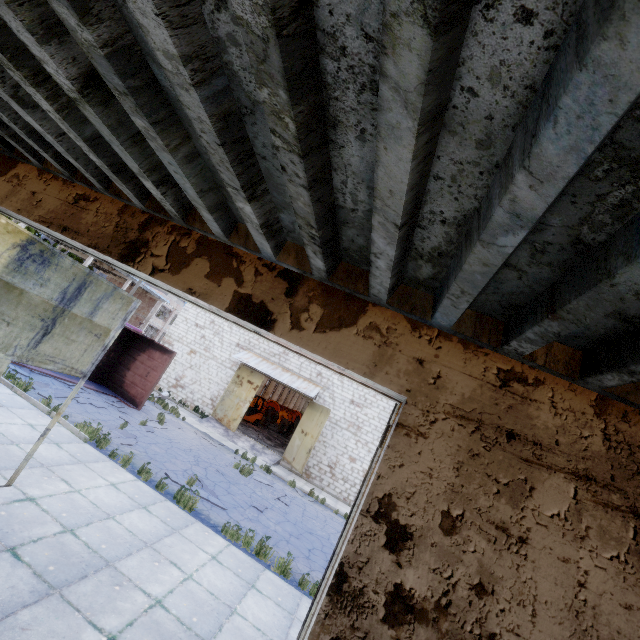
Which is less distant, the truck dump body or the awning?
the truck dump body

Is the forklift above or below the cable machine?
below

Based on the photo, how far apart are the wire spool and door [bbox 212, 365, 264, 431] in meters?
10.9

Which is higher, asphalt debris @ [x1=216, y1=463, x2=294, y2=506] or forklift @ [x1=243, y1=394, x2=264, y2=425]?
forklift @ [x1=243, y1=394, x2=264, y2=425]

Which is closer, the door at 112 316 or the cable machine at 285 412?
the door at 112 316

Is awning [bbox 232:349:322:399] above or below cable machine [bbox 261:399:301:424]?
above

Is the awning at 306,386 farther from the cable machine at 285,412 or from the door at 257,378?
the cable machine at 285,412

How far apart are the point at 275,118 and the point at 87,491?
8.5 meters
